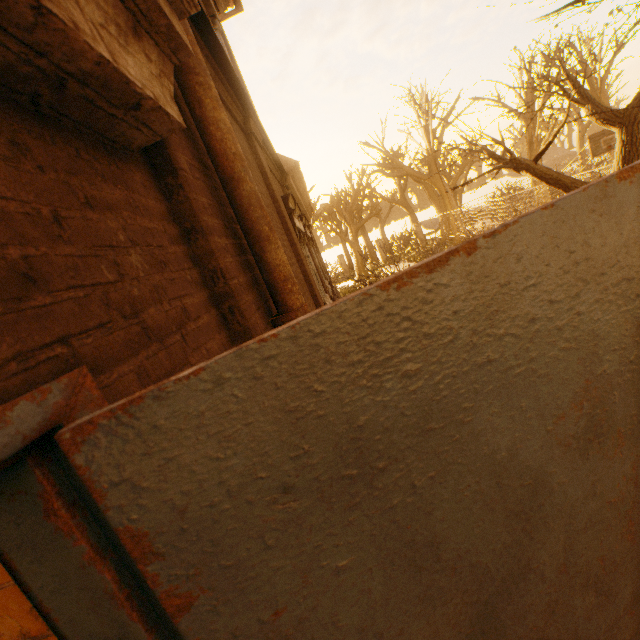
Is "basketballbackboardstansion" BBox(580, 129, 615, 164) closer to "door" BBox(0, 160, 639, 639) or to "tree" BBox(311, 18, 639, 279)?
"tree" BBox(311, 18, 639, 279)

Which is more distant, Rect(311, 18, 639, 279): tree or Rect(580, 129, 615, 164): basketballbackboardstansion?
Rect(580, 129, 615, 164): basketballbackboardstansion

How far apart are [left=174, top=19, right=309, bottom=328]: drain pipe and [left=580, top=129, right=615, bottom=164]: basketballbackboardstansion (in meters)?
22.23

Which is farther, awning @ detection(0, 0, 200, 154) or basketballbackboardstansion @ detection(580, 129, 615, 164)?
basketballbackboardstansion @ detection(580, 129, 615, 164)

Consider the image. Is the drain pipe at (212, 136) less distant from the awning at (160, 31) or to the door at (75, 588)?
the awning at (160, 31)

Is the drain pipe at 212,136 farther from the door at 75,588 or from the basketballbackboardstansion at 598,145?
the basketballbackboardstansion at 598,145

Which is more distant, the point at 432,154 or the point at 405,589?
the point at 432,154

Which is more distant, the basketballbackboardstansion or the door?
the basketballbackboardstansion
